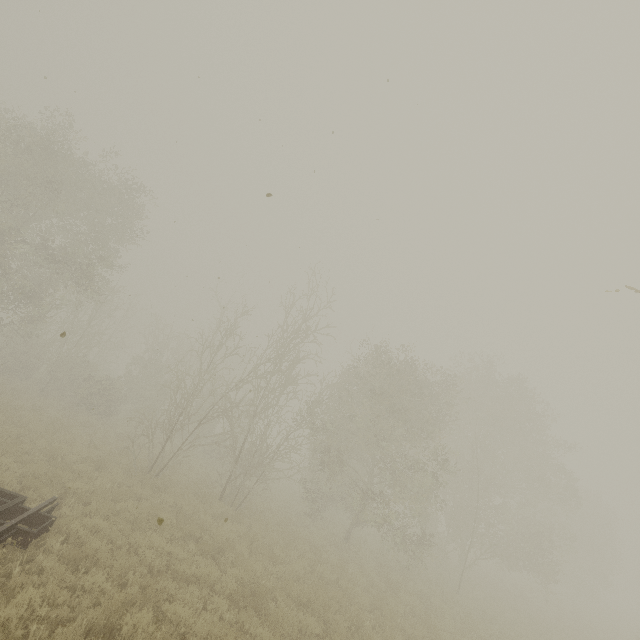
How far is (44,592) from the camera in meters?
5.9 m
